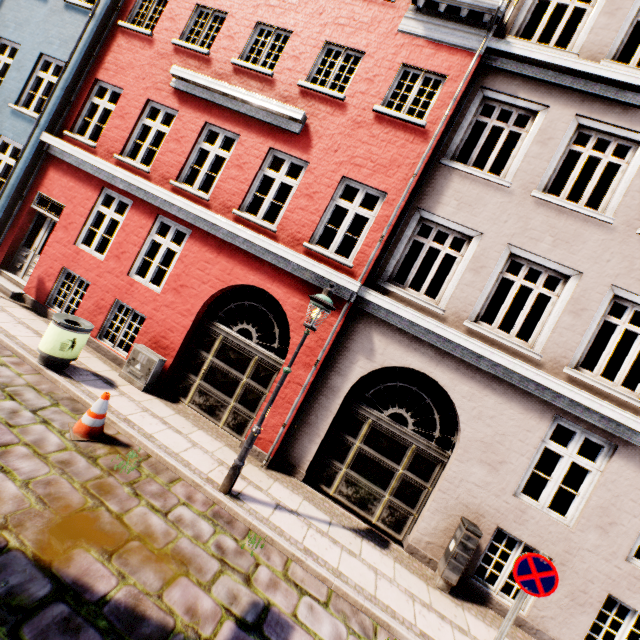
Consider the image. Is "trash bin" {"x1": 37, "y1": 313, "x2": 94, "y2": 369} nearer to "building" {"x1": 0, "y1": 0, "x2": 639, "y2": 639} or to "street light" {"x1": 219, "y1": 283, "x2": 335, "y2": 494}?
"building" {"x1": 0, "y1": 0, "x2": 639, "y2": 639}

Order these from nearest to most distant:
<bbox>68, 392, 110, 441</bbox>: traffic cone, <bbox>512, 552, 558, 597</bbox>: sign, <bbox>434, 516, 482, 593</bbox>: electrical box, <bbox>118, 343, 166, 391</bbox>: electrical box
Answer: <bbox>512, 552, 558, 597</bbox>: sign
<bbox>68, 392, 110, 441</bbox>: traffic cone
<bbox>434, 516, 482, 593</bbox>: electrical box
<bbox>118, 343, 166, 391</bbox>: electrical box

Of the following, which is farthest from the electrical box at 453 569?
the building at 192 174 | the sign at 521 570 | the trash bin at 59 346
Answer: the trash bin at 59 346

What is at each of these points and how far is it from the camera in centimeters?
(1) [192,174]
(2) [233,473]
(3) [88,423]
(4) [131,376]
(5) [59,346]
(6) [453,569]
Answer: (1) building, 1429cm
(2) street light, 543cm
(3) traffic cone, 520cm
(4) electrical box, 745cm
(5) trash bin, 631cm
(6) electrical box, 581cm

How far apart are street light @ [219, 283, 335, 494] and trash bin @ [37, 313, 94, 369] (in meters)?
4.06

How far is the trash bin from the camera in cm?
627

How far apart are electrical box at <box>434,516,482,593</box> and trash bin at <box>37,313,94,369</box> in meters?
8.3 m

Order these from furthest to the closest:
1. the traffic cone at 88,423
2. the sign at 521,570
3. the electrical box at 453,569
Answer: the electrical box at 453,569, the traffic cone at 88,423, the sign at 521,570
